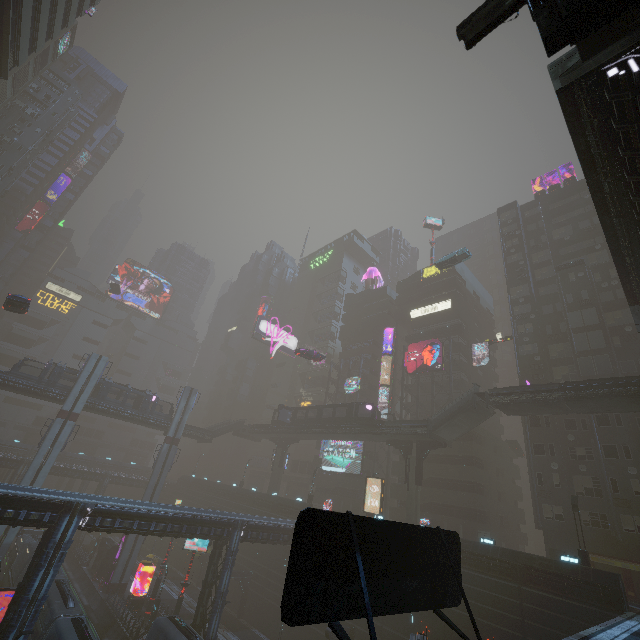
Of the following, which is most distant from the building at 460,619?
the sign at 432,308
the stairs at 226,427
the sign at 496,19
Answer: the stairs at 226,427

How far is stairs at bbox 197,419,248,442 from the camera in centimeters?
5552cm

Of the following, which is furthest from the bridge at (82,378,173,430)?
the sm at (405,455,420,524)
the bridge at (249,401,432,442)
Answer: the sm at (405,455,420,524)

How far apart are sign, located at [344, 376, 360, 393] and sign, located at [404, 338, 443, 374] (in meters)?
9.00

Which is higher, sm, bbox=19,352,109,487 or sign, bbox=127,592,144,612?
sm, bbox=19,352,109,487

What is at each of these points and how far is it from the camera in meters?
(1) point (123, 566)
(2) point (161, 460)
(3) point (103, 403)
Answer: (1) sm, 41.7 m
(2) sm, 47.7 m
(3) bridge, 45.4 m

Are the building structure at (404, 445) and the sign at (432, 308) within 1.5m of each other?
no

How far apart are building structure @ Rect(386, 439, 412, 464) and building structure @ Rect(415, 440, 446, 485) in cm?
68
